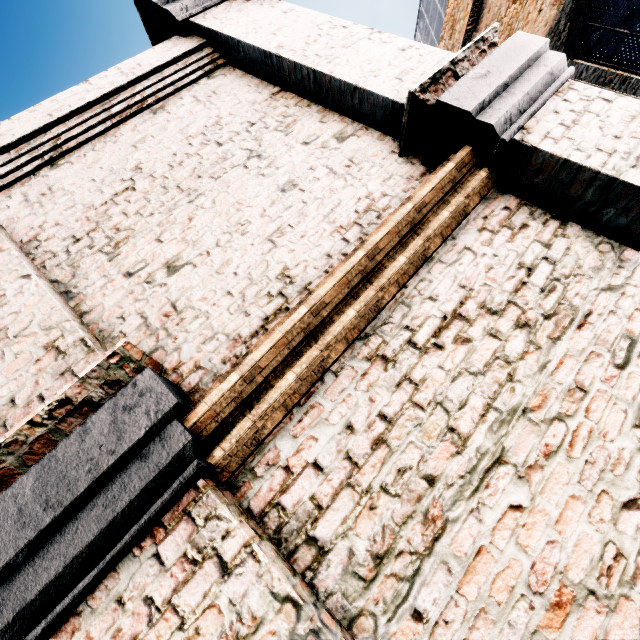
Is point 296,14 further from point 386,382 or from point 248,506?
point 248,506
